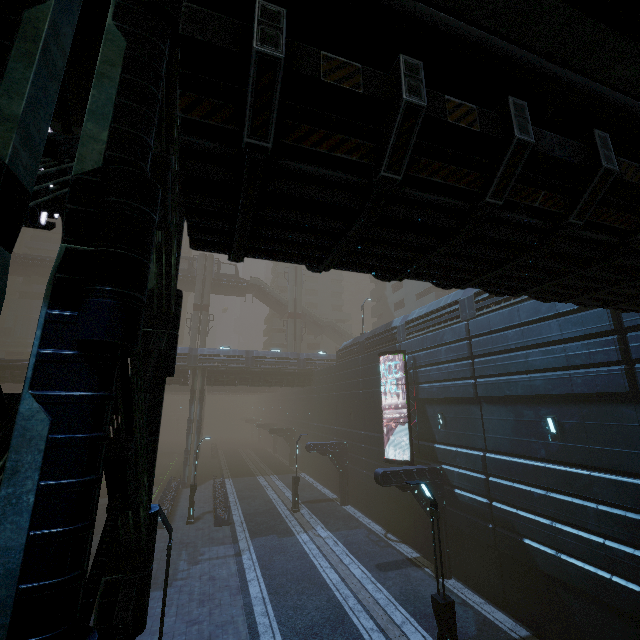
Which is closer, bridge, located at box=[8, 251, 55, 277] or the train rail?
the train rail

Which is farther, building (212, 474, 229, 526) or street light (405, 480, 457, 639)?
building (212, 474, 229, 526)

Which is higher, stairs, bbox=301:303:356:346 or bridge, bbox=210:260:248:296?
bridge, bbox=210:260:248:296

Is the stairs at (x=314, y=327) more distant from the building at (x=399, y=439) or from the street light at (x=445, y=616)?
the street light at (x=445, y=616)

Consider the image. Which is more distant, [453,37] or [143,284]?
[453,37]

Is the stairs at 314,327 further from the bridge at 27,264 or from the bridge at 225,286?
the bridge at 27,264

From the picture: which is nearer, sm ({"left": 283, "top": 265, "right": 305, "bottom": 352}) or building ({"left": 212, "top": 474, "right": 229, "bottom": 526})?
building ({"left": 212, "top": 474, "right": 229, "bottom": 526})

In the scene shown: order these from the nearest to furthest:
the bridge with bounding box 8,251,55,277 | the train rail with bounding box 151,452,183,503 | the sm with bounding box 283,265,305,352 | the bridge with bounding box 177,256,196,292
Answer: the train rail with bounding box 151,452,183,503 → the bridge with bounding box 8,251,55,277 → the bridge with bounding box 177,256,196,292 → the sm with bounding box 283,265,305,352
